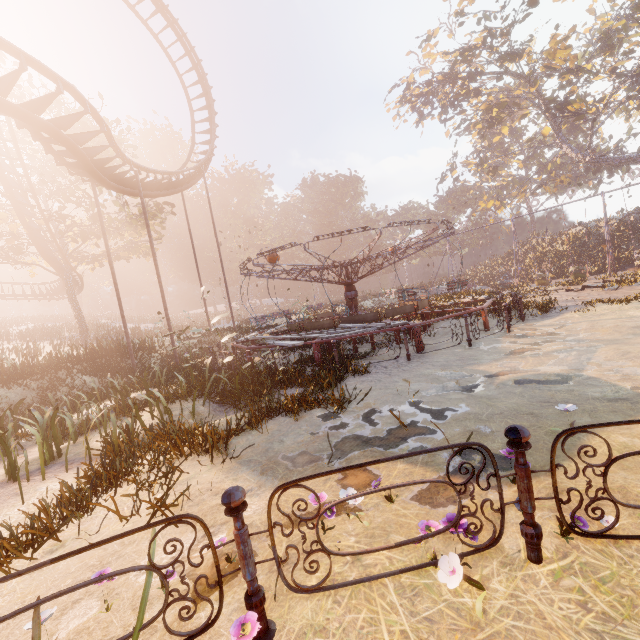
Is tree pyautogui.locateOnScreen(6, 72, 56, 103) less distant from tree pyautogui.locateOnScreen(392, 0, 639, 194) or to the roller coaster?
the roller coaster

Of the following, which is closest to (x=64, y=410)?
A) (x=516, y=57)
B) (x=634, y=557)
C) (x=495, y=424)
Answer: (x=495, y=424)

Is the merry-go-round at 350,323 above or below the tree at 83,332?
below

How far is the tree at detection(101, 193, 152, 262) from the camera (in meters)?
25.06

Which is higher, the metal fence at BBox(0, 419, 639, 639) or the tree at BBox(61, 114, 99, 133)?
the tree at BBox(61, 114, 99, 133)

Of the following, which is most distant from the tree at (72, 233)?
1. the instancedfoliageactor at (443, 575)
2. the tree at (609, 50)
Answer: the tree at (609, 50)

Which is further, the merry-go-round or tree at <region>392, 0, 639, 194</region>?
tree at <region>392, 0, 639, 194</region>
